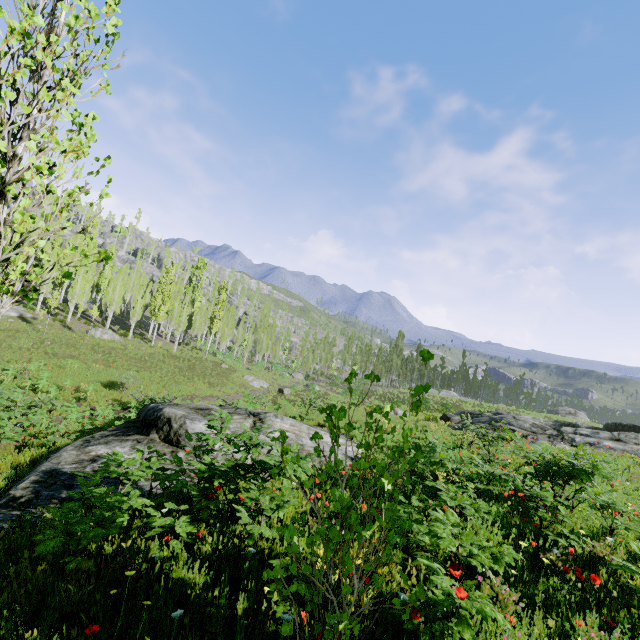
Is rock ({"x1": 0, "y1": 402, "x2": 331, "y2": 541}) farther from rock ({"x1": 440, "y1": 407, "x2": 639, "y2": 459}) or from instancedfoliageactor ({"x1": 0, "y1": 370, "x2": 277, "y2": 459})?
rock ({"x1": 440, "y1": 407, "x2": 639, "y2": 459})

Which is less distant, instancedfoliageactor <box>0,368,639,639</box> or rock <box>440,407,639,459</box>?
instancedfoliageactor <box>0,368,639,639</box>

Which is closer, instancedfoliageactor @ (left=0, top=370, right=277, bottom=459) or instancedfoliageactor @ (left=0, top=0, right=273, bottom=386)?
instancedfoliageactor @ (left=0, top=0, right=273, bottom=386)

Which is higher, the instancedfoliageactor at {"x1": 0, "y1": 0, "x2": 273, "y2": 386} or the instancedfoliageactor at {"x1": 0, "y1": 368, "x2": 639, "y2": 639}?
the instancedfoliageactor at {"x1": 0, "y1": 0, "x2": 273, "y2": 386}

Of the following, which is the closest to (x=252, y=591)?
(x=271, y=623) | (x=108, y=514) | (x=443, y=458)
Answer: (x=271, y=623)

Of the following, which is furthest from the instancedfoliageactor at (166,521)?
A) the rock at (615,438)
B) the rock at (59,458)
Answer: the rock at (59,458)

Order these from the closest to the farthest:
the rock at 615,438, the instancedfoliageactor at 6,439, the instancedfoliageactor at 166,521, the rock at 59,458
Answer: the instancedfoliageactor at 166,521
the rock at 59,458
the instancedfoliageactor at 6,439
the rock at 615,438
